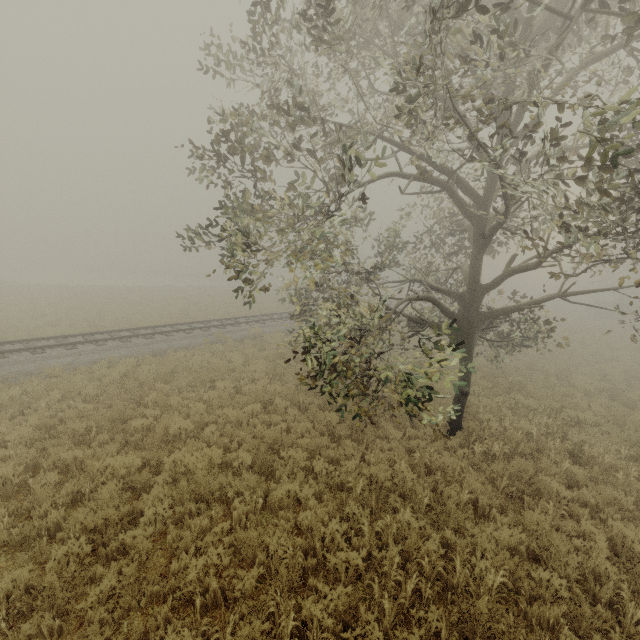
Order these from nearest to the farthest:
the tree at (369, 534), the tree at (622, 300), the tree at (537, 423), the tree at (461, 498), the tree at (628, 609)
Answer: the tree at (628, 609), the tree at (622, 300), the tree at (369, 534), the tree at (461, 498), the tree at (537, 423)

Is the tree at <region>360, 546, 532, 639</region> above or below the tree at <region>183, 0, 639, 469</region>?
below

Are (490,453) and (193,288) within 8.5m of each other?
no

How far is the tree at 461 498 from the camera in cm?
624

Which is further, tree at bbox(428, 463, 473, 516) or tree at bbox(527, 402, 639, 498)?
tree at bbox(527, 402, 639, 498)

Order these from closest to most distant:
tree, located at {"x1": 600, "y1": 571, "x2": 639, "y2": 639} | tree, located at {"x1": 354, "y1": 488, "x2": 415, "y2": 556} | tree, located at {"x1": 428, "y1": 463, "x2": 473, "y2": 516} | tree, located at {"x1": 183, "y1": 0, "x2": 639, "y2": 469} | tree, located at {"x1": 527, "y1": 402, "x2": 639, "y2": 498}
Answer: tree, located at {"x1": 600, "y1": 571, "x2": 639, "y2": 639} → tree, located at {"x1": 183, "y1": 0, "x2": 639, "y2": 469} → tree, located at {"x1": 354, "y1": 488, "x2": 415, "y2": 556} → tree, located at {"x1": 428, "y1": 463, "x2": 473, "y2": 516} → tree, located at {"x1": 527, "y1": 402, "x2": 639, "y2": 498}

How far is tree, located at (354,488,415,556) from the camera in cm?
559
